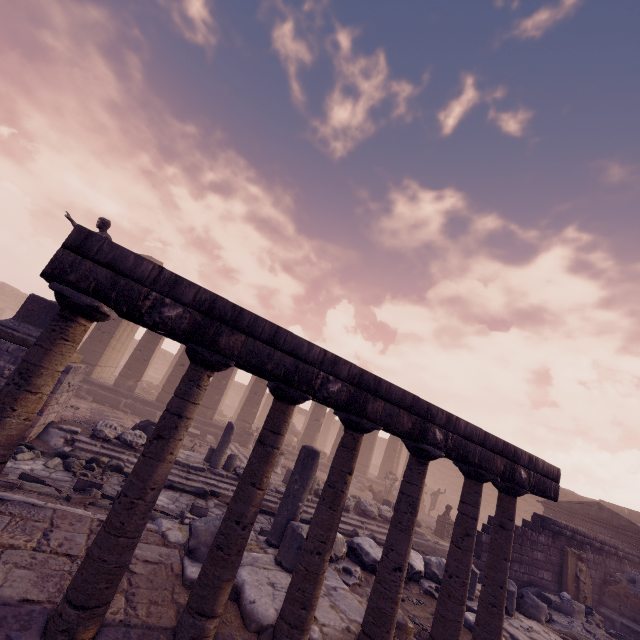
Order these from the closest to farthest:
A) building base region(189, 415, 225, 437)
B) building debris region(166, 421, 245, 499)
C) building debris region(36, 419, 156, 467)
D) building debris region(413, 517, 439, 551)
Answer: building debris region(36, 419, 156, 467) < building debris region(166, 421, 245, 499) < building debris region(413, 517, 439, 551) < building base region(189, 415, 225, 437)

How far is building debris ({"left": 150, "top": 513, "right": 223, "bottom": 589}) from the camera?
4.06m

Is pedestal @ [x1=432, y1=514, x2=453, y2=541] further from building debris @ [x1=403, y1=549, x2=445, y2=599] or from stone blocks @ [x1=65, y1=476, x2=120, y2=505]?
stone blocks @ [x1=65, y1=476, x2=120, y2=505]

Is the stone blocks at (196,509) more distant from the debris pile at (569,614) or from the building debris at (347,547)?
the debris pile at (569,614)

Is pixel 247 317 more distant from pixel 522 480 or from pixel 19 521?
pixel 522 480

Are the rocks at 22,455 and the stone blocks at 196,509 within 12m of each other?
yes

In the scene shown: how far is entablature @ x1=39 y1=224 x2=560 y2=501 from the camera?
2.9 meters

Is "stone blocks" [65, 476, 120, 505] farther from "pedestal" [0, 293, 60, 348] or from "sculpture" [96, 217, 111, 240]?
"sculpture" [96, 217, 111, 240]
